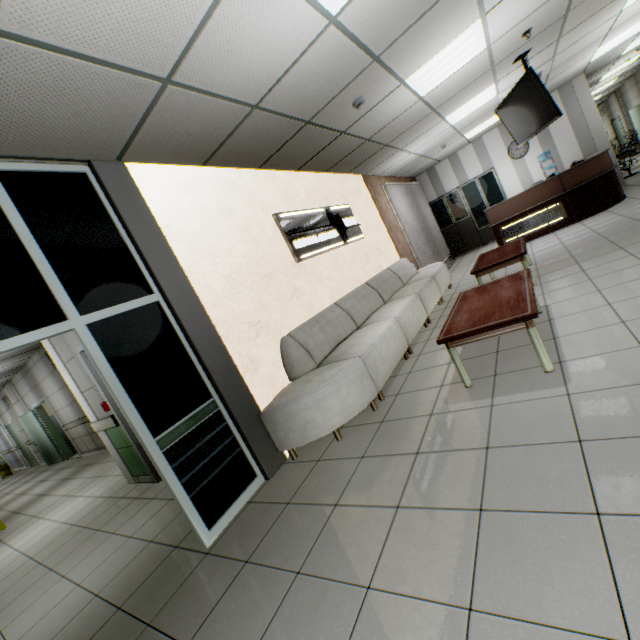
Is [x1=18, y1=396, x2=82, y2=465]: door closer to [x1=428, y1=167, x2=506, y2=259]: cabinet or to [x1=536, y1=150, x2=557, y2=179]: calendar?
[x1=428, y1=167, x2=506, y2=259]: cabinet

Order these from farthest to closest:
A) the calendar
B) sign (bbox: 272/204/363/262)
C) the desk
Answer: the calendar, the desk, sign (bbox: 272/204/363/262)

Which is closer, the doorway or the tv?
the doorway

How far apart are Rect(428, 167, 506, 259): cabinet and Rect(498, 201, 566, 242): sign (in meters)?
2.81

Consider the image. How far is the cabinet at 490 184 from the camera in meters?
10.3 m

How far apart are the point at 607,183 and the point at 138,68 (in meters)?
9.23

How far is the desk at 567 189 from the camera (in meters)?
7.11

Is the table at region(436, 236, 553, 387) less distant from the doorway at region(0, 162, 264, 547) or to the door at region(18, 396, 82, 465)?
the doorway at region(0, 162, 264, 547)
